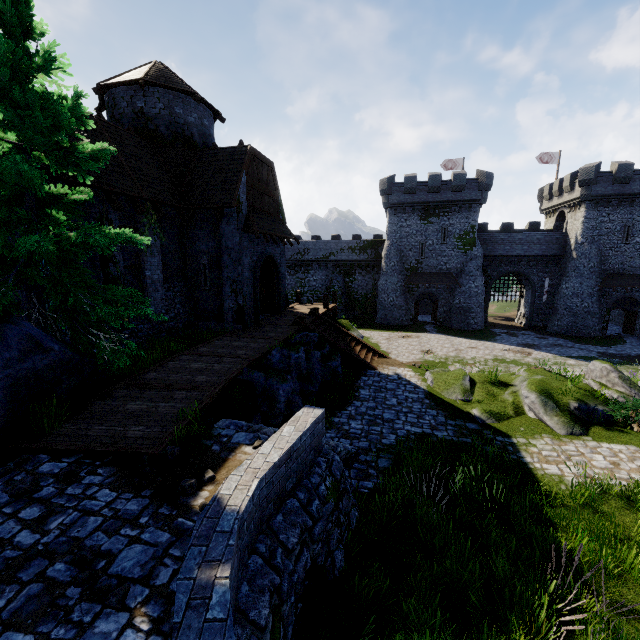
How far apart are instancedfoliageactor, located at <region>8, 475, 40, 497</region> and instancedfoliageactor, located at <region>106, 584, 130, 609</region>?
2.7m

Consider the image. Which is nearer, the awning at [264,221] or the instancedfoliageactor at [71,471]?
the instancedfoliageactor at [71,471]

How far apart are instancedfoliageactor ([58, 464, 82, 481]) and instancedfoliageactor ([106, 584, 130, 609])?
2.6m

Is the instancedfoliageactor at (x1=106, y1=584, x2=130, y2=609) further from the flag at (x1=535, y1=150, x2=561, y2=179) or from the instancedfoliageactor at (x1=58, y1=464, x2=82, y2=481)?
the flag at (x1=535, y1=150, x2=561, y2=179)

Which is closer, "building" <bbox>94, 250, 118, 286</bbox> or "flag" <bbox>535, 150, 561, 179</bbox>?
"building" <bbox>94, 250, 118, 286</bbox>

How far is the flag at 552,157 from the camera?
39.9m

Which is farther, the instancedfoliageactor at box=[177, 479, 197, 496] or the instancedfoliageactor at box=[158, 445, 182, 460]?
the instancedfoliageactor at box=[158, 445, 182, 460]

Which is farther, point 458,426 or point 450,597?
point 458,426
